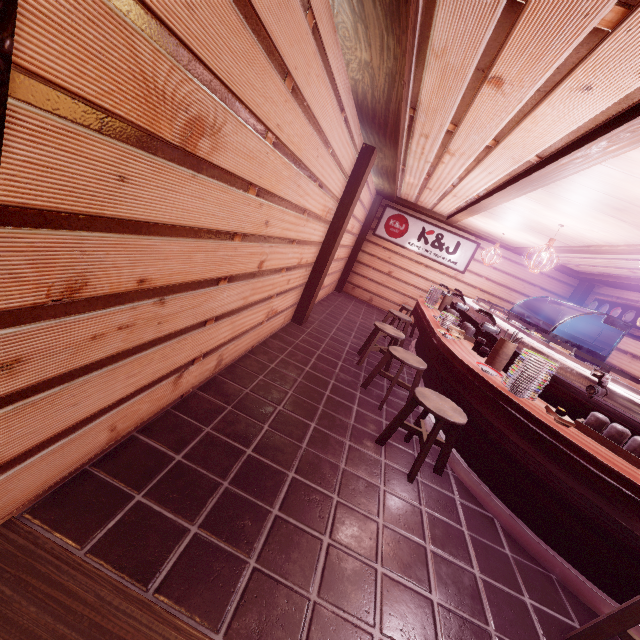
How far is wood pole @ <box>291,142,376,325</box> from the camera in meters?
8.3

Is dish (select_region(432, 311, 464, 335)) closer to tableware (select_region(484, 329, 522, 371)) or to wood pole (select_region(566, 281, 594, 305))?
tableware (select_region(484, 329, 522, 371))

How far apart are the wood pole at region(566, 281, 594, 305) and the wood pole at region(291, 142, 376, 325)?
12.28m

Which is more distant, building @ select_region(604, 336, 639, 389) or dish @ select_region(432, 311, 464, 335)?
building @ select_region(604, 336, 639, 389)

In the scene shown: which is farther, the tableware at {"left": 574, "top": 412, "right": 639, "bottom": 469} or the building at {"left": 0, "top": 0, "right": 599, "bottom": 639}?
the tableware at {"left": 574, "top": 412, "right": 639, "bottom": 469}

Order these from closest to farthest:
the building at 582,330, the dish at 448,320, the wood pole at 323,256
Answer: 1. the dish at 448,320
2. the wood pole at 323,256
3. the building at 582,330

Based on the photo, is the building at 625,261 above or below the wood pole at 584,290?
above

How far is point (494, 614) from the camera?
3.4m
